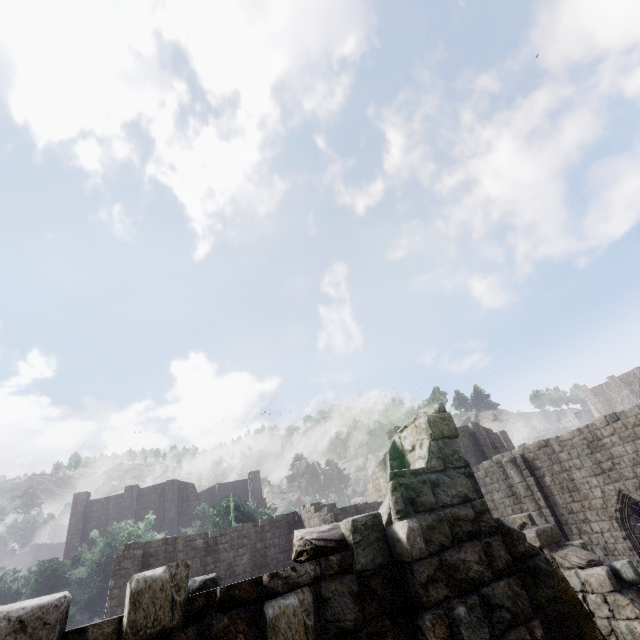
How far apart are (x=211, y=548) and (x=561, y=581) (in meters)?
19.95
